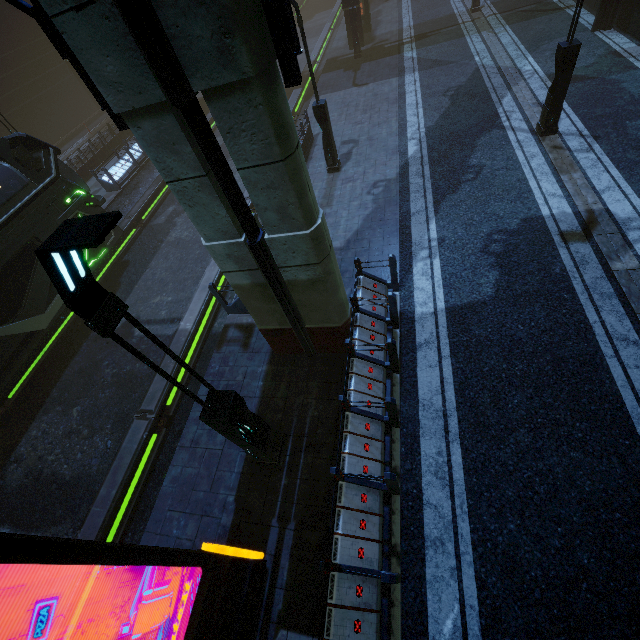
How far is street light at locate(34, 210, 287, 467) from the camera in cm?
222

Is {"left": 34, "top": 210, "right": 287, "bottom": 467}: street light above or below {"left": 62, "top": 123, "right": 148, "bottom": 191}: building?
above

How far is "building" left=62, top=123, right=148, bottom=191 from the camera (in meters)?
17.78

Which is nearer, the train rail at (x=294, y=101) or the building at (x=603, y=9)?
the building at (x=603, y=9)

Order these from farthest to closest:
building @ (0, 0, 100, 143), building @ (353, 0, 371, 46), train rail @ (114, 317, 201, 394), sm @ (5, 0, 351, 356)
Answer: building @ (0, 0, 100, 143)
building @ (353, 0, 371, 46)
train rail @ (114, 317, 201, 394)
sm @ (5, 0, 351, 356)

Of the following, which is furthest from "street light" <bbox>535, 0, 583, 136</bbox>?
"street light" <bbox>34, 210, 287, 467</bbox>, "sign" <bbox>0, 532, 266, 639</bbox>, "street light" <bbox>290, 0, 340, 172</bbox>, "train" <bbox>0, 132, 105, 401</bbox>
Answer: "train" <bbox>0, 132, 105, 401</bbox>

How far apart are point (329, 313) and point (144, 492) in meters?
6.6

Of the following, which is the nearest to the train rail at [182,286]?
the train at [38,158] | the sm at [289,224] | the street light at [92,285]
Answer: the train at [38,158]
